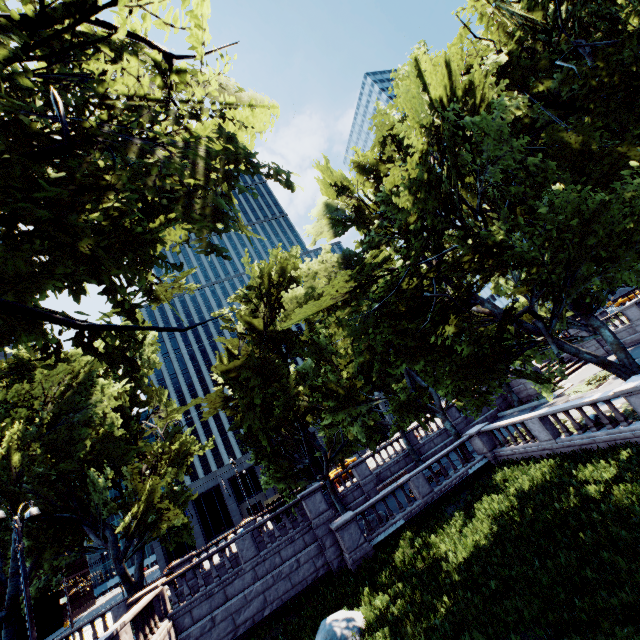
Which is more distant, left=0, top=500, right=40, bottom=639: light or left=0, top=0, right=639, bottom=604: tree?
left=0, top=500, right=40, bottom=639: light

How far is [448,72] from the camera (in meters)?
11.53

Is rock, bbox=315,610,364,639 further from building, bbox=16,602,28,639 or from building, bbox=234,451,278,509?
building, bbox=16,602,28,639

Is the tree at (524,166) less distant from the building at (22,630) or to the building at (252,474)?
the building at (252,474)

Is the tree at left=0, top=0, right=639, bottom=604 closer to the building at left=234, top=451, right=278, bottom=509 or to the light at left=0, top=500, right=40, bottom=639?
the light at left=0, top=500, right=40, bottom=639

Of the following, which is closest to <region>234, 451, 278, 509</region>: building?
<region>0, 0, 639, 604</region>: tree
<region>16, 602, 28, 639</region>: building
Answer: <region>0, 0, 639, 604</region>: tree

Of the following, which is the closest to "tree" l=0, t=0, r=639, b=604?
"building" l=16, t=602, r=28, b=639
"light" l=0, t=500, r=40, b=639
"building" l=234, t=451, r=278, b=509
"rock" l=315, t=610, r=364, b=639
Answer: "light" l=0, t=500, r=40, b=639
